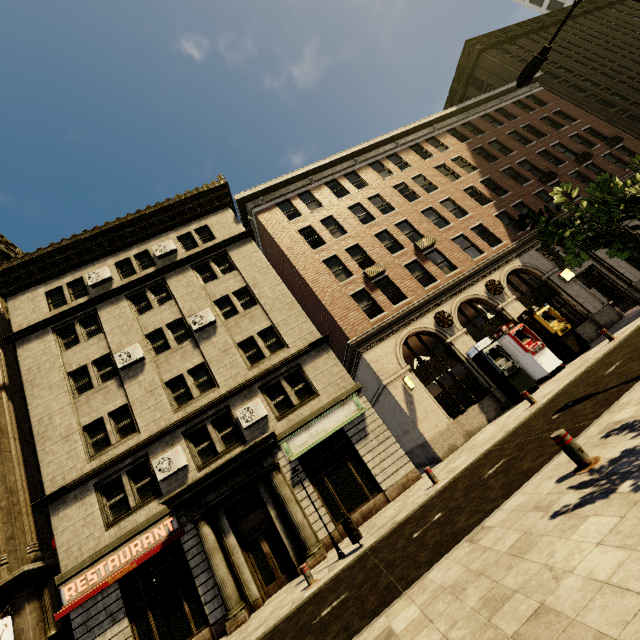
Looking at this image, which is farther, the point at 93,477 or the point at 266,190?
the point at 266,190

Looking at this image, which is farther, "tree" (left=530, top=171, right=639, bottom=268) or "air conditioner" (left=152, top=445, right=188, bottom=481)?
"air conditioner" (left=152, top=445, right=188, bottom=481)

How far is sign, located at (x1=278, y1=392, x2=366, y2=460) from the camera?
14.45m

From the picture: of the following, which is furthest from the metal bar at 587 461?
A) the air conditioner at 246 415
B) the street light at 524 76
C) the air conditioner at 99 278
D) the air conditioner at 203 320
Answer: the air conditioner at 99 278

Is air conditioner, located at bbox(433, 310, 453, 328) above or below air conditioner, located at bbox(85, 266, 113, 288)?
below

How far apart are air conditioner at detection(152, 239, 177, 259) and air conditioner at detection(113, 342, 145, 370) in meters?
5.8

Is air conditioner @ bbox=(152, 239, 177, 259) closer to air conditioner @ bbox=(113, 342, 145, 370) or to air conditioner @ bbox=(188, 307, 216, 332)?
air conditioner @ bbox=(188, 307, 216, 332)

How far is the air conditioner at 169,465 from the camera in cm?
1378
